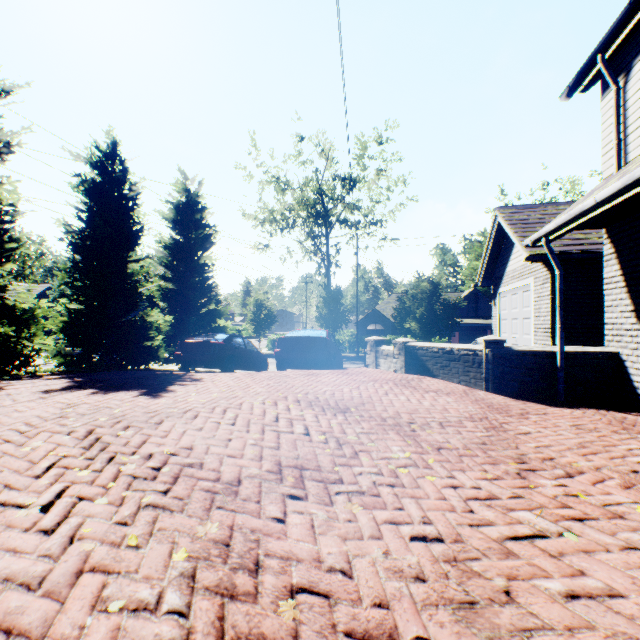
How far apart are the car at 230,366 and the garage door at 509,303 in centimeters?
996cm

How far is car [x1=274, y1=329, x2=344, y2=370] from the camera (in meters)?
10.00

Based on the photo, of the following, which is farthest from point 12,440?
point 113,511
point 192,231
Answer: point 192,231

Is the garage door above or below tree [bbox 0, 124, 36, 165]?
below

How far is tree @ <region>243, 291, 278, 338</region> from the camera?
33.1 meters

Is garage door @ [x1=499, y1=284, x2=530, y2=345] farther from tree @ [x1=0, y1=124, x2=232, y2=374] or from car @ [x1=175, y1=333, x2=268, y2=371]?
car @ [x1=175, y1=333, x2=268, y2=371]

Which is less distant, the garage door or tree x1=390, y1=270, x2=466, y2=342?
the garage door

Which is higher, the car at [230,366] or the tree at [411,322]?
the tree at [411,322]
